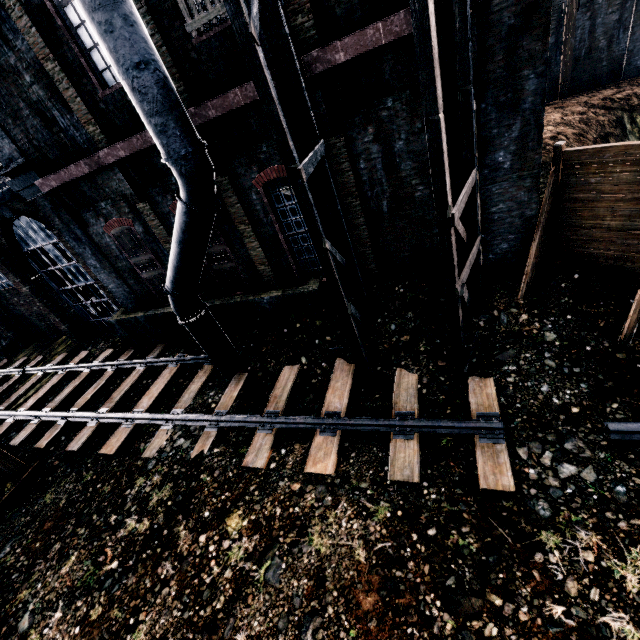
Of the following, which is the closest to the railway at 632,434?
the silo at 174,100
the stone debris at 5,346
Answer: the silo at 174,100

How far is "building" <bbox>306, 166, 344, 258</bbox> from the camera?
9.4m

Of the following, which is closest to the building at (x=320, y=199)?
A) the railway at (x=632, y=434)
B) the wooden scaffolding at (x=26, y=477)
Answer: the wooden scaffolding at (x=26, y=477)

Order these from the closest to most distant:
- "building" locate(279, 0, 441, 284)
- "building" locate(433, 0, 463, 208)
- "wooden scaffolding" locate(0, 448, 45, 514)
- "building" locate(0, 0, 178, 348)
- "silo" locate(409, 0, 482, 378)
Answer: "silo" locate(409, 0, 482, 378) < "building" locate(433, 0, 463, 208) < "building" locate(279, 0, 441, 284) < "building" locate(0, 0, 178, 348) < "wooden scaffolding" locate(0, 448, 45, 514)

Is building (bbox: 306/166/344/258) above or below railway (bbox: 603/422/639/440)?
above

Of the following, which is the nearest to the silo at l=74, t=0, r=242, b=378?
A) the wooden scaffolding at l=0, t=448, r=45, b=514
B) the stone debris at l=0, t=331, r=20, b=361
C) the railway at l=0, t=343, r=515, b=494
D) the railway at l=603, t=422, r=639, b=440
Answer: the railway at l=0, t=343, r=515, b=494

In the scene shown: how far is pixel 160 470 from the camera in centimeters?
939cm
